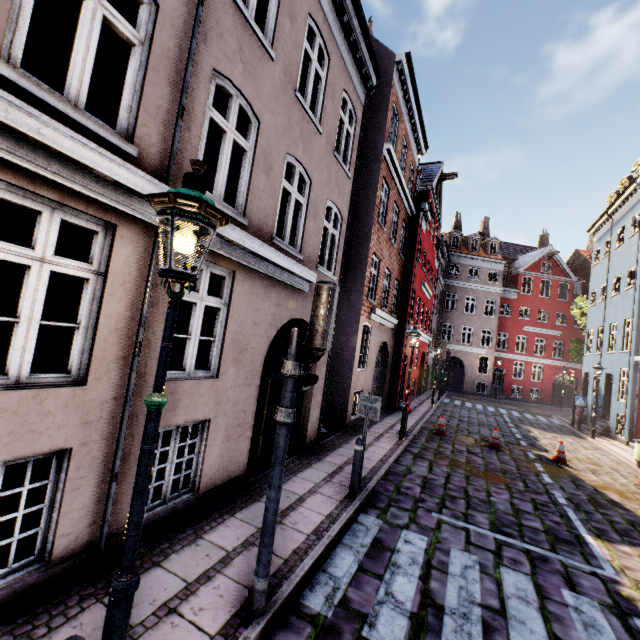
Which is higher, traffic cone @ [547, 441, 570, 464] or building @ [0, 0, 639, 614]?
building @ [0, 0, 639, 614]

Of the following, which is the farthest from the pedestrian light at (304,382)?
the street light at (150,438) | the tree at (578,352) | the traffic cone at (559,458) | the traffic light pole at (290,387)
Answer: the tree at (578,352)

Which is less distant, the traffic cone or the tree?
the traffic cone

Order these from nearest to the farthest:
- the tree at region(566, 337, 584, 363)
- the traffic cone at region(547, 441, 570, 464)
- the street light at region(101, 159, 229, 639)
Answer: the street light at region(101, 159, 229, 639) → the traffic cone at region(547, 441, 570, 464) → the tree at region(566, 337, 584, 363)

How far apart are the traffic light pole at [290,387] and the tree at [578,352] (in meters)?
30.11

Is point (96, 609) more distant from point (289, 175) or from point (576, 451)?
point (576, 451)

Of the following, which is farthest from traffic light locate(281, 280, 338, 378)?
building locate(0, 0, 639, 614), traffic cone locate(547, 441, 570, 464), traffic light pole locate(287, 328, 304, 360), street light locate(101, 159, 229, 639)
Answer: traffic cone locate(547, 441, 570, 464)

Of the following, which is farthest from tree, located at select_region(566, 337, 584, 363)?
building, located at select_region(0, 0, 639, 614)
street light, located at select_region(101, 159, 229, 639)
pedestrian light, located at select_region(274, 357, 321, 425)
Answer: street light, located at select_region(101, 159, 229, 639)
